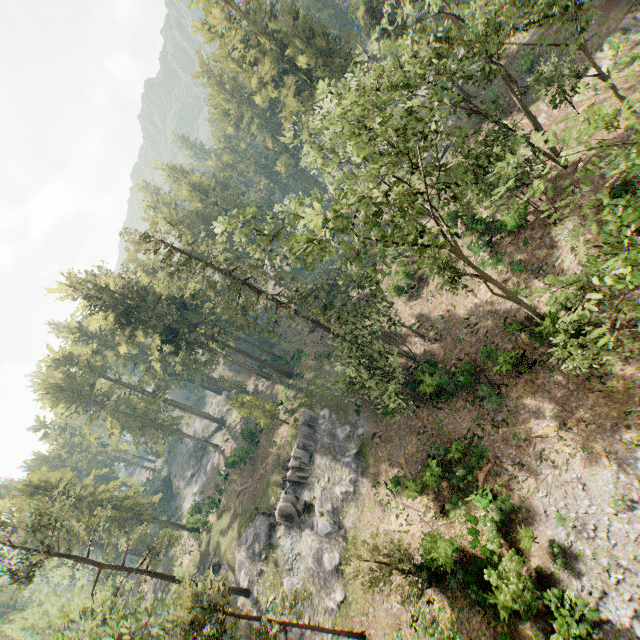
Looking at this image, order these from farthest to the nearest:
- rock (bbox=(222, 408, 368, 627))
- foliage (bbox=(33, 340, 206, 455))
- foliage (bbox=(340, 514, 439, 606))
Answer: foliage (bbox=(33, 340, 206, 455)), rock (bbox=(222, 408, 368, 627)), foliage (bbox=(340, 514, 439, 606))

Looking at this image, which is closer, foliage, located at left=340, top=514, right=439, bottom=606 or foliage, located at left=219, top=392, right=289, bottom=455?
foliage, located at left=340, top=514, right=439, bottom=606

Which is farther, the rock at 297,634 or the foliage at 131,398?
the foliage at 131,398

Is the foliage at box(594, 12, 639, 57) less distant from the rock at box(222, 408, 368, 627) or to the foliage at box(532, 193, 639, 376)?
the foliage at box(532, 193, 639, 376)

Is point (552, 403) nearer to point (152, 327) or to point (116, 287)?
point (116, 287)

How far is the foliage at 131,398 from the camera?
50.9 meters
